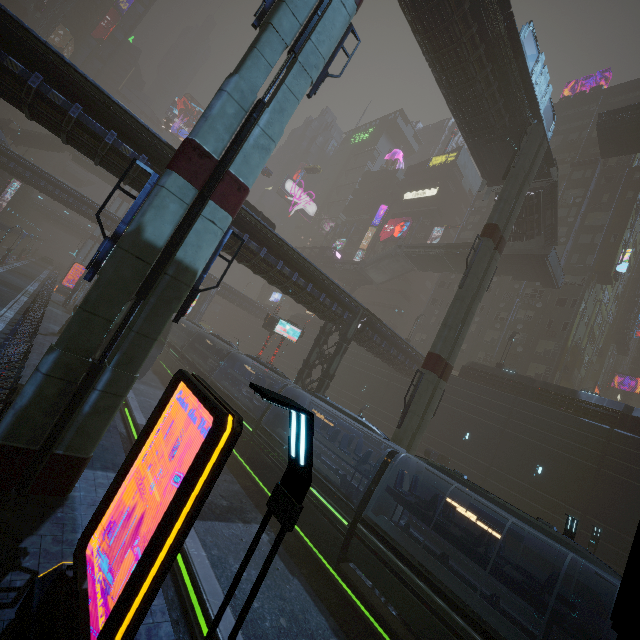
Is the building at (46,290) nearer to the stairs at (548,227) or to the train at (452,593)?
the train at (452,593)

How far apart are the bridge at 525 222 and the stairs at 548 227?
0.0m

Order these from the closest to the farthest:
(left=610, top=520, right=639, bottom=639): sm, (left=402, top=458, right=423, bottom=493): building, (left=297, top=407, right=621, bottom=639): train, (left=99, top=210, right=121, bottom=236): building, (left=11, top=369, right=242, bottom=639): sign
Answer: (left=610, top=520, right=639, bottom=639): sm → (left=11, top=369, right=242, bottom=639): sign → (left=297, top=407, right=621, bottom=639): train → (left=402, top=458, right=423, bottom=493): building → (left=99, top=210, right=121, bottom=236): building

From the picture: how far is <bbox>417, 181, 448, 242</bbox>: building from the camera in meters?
58.2

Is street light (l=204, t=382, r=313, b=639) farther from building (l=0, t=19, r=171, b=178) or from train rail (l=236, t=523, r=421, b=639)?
train rail (l=236, t=523, r=421, b=639)

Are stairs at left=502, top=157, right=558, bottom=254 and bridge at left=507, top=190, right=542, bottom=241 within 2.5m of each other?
yes

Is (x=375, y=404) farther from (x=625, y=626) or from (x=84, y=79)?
(x=625, y=626)

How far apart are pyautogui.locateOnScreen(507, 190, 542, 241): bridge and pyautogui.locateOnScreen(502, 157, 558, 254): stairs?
0.01m
